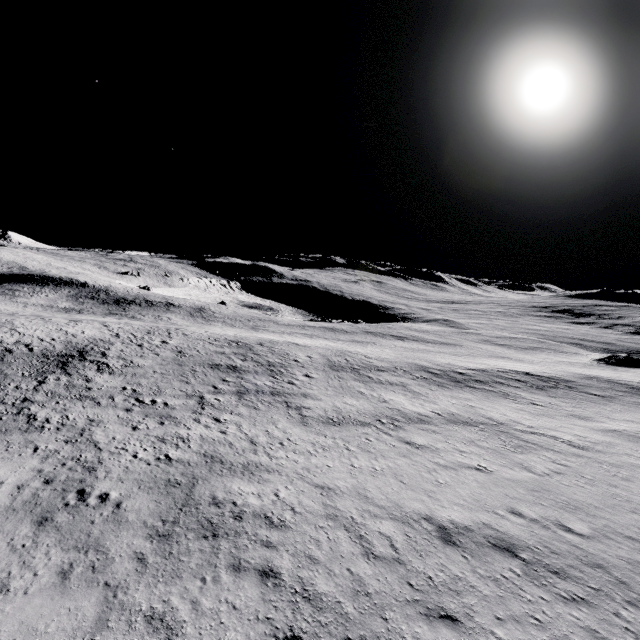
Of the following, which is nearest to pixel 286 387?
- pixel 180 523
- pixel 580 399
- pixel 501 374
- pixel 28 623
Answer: pixel 180 523
